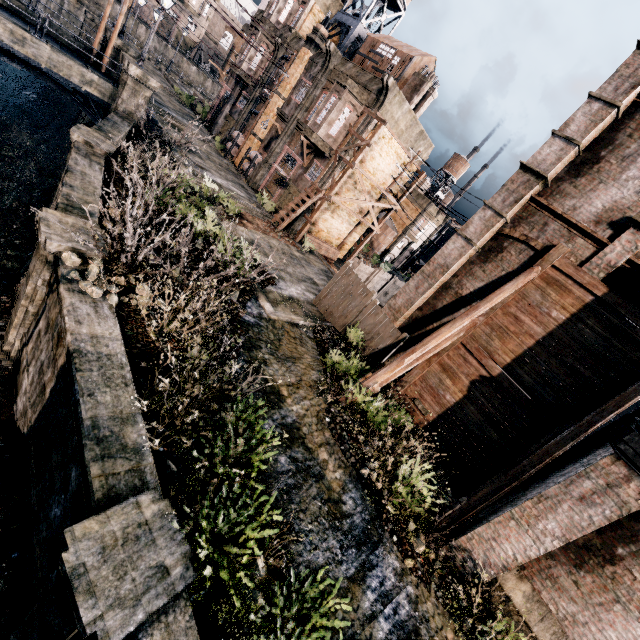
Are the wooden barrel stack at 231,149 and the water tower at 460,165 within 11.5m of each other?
no

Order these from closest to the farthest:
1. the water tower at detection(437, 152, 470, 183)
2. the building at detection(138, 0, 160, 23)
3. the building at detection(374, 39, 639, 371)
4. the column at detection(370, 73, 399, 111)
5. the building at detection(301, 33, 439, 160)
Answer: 1. the building at detection(374, 39, 639, 371)
2. the column at detection(370, 73, 399, 111)
3. the building at detection(301, 33, 439, 160)
4. the water tower at detection(437, 152, 470, 183)
5. the building at detection(138, 0, 160, 23)

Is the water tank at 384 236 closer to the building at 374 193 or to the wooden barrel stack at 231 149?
the building at 374 193

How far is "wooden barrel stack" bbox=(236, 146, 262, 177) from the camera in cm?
2816

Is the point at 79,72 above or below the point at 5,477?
above

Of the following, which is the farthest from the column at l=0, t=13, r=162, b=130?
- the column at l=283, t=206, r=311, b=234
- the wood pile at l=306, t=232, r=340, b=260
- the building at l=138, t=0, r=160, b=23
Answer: the building at l=138, t=0, r=160, b=23

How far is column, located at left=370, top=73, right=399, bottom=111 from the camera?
20.6m

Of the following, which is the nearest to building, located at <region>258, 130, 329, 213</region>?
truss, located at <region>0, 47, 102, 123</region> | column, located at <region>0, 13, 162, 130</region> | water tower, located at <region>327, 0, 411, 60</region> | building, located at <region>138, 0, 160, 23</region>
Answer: water tower, located at <region>327, 0, 411, 60</region>
